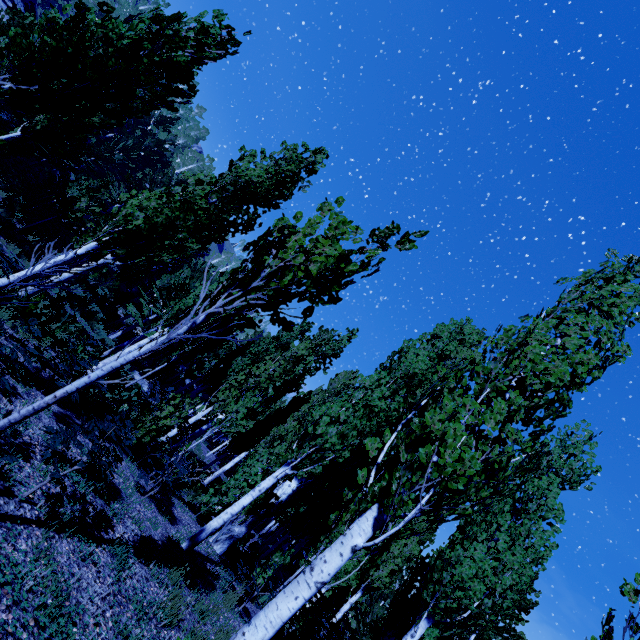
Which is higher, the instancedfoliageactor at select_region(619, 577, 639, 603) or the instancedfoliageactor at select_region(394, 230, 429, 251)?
the instancedfoliageactor at select_region(394, 230, 429, 251)

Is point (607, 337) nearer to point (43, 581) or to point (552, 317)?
point (552, 317)

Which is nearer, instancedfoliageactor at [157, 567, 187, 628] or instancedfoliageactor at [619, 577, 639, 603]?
instancedfoliageactor at [619, 577, 639, 603]

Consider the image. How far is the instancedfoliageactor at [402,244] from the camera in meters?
4.0

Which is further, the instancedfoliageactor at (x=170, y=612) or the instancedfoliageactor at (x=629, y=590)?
the instancedfoliageactor at (x=170, y=612)

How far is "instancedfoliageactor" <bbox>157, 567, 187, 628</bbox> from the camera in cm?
427
